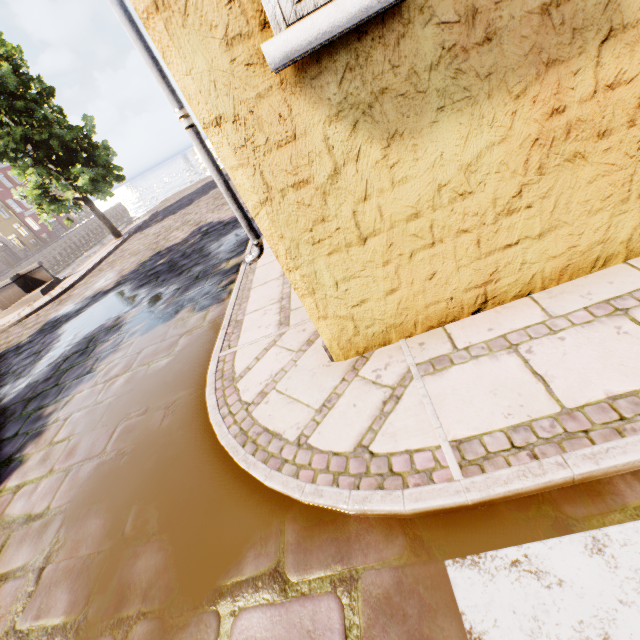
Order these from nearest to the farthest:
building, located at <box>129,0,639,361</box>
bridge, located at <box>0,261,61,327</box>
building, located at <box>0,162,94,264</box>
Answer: building, located at <box>129,0,639,361</box> → bridge, located at <box>0,261,61,327</box> → building, located at <box>0,162,94,264</box>

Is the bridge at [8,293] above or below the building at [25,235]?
below

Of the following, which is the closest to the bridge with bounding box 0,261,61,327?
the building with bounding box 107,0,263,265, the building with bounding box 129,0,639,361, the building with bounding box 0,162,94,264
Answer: the building with bounding box 107,0,263,265

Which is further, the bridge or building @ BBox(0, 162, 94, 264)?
building @ BBox(0, 162, 94, 264)

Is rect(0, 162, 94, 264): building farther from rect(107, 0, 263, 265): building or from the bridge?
rect(107, 0, 263, 265): building

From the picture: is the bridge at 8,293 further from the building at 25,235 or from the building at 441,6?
the building at 25,235

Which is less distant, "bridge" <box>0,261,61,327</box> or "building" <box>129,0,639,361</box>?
"building" <box>129,0,639,361</box>

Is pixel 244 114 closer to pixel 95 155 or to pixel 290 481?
pixel 290 481
